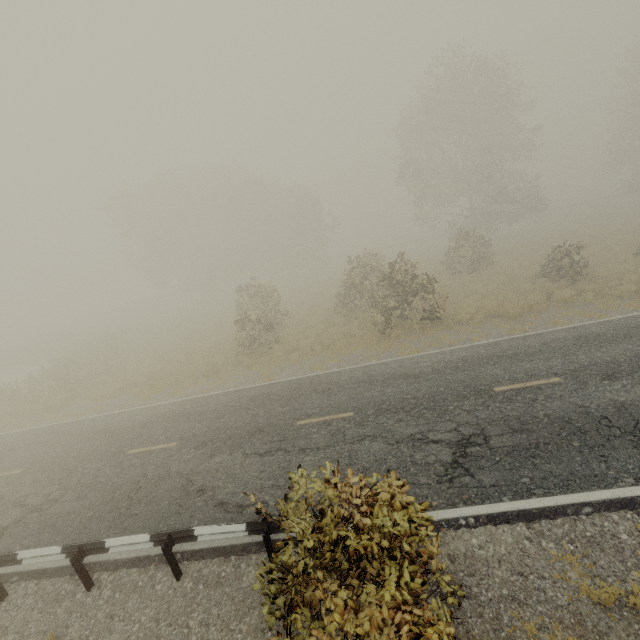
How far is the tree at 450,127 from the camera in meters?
26.5 m

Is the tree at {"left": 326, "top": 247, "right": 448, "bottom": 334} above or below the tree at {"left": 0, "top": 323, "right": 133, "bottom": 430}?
above

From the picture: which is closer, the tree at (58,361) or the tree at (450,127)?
the tree at (58,361)

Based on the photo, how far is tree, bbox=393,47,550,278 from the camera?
26.5m

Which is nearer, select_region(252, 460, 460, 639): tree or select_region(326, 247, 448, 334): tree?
select_region(252, 460, 460, 639): tree

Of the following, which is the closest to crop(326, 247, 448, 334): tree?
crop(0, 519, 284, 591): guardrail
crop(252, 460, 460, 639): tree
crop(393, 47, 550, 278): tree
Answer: crop(0, 519, 284, 591): guardrail

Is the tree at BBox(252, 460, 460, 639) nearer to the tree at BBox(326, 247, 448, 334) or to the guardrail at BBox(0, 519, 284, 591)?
the guardrail at BBox(0, 519, 284, 591)

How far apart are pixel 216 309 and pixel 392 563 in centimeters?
3452cm
